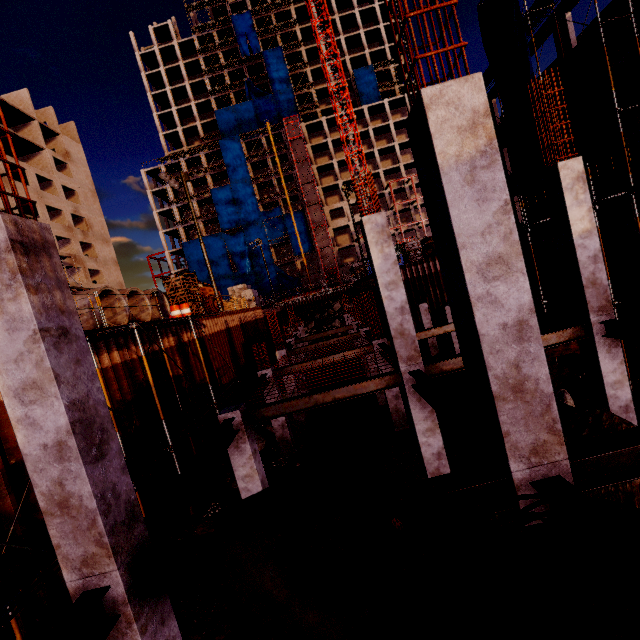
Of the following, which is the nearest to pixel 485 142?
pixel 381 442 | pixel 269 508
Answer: pixel 269 508

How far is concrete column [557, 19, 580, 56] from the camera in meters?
18.2 m

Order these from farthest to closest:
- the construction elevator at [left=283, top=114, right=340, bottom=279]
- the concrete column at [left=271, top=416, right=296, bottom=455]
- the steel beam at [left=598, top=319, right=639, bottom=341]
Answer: the construction elevator at [left=283, top=114, right=340, bottom=279] < the concrete column at [left=271, top=416, right=296, bottom=455] < the steel beam at [left=598, top=319, right=639, bottom=341]

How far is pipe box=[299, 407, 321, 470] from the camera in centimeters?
1074cm

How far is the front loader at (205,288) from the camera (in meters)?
28.28

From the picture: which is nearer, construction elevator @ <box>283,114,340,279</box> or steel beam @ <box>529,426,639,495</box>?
steel beam @ <box>529,426,639,495</box>

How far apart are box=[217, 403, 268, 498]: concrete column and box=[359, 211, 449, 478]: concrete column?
4.30m

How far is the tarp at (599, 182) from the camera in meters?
15.5
